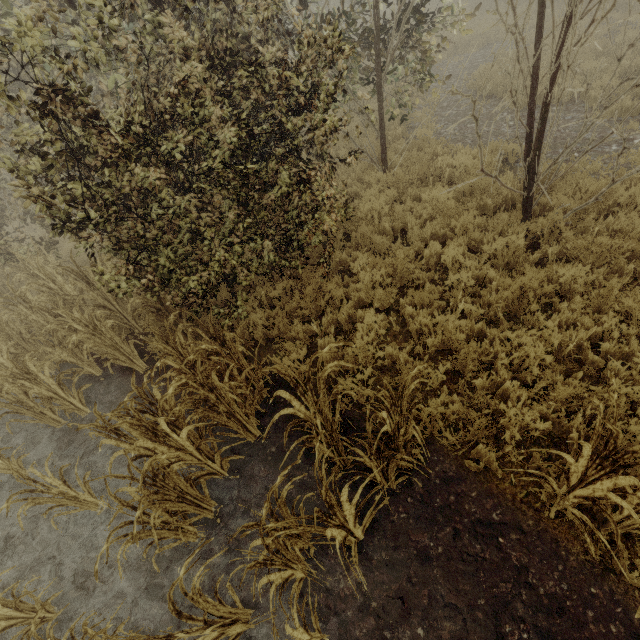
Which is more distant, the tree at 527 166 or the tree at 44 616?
the tree at 527 166

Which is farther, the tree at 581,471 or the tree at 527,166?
the tree at 527,166

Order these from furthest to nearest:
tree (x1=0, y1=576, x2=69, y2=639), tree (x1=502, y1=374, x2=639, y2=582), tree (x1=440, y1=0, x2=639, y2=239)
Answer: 1. tree (x1=440, y1=0, x2=639, y2=239)
2. tree (x1=0, y1=576, x2=69, y2=639)
3. tree (x1=502, y1=374, x2=639, y2=582)

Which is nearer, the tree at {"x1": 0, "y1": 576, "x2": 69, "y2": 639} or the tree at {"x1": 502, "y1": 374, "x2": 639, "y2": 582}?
the tree at {"x1": 502, "y1": 374, "x2": 639, "y2": 582}

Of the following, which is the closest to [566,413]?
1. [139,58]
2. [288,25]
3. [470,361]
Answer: [470,361]

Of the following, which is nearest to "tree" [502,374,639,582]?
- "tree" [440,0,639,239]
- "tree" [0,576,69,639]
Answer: "tree" [0,576,69,639]
